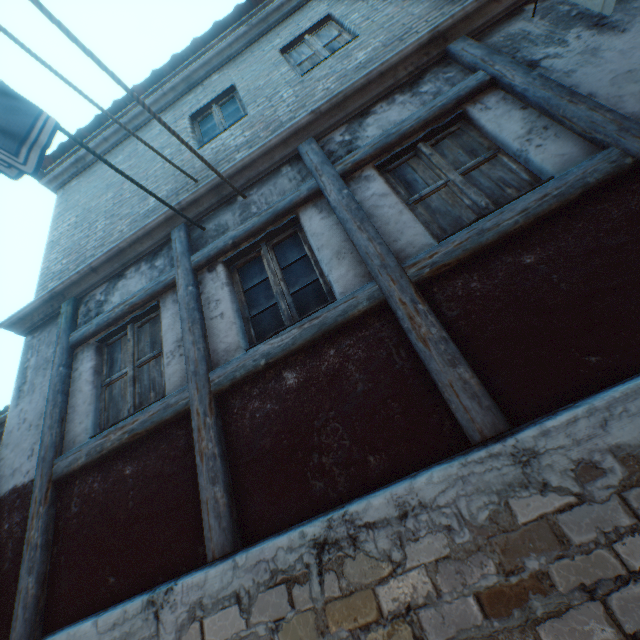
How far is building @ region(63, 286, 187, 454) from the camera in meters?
3.4 m

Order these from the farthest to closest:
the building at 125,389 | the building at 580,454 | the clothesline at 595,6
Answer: the building at 125,389, the clothesline at 595,6, the building at 580,454

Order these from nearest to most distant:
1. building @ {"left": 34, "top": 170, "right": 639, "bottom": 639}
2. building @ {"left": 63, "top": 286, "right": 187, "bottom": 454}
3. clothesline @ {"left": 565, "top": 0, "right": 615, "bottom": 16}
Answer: building @ {"left": 34, "top": 170, "right": 639, "bottom": 639}
clothesline @ {"left": 565, "top": 0, "right": 615, "bottom": 16}
building @ {"left": 63, "top": 286, "right": 187, "bottom": 454}

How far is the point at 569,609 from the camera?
1.5 meters

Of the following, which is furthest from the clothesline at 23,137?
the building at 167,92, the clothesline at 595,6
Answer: the clothesline at 595,6

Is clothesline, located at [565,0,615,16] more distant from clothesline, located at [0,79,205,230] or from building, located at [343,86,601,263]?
clothesline, located at [0,79,205,230]
